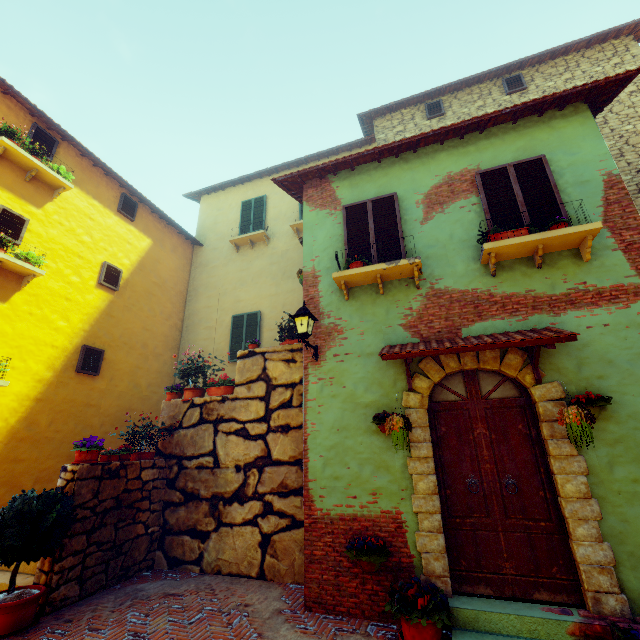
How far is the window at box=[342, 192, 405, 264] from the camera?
5.9 meters

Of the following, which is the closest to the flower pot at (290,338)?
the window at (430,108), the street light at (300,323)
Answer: the street light at (300,323)

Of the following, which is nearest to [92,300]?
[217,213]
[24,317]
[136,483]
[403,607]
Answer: [24,317]

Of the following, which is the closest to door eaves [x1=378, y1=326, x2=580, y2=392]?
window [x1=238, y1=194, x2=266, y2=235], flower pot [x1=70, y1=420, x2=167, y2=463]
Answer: flower pot [x1=70, y1=420, x2=167, y2=463]

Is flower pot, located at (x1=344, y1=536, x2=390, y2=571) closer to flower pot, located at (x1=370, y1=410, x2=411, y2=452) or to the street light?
flower pot, located at (x1=370, y1=410, x2=411, y2=452)

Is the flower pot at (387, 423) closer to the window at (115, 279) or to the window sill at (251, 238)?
the window at (115, 279)

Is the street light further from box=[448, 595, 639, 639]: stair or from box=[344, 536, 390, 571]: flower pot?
box=[448, 595, 639, 639]: stair

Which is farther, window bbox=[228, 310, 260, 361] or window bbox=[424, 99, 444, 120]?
window bbox=[424, 99, 444, 120]
